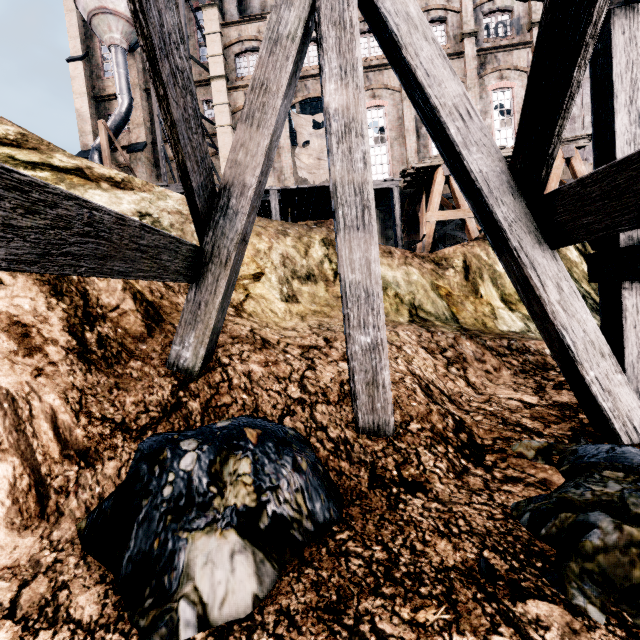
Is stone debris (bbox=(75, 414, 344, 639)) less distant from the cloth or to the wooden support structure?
the wooden support structure

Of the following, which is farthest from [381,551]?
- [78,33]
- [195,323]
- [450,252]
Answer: [78,33]

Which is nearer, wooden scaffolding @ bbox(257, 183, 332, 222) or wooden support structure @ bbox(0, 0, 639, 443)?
wooden support structure @ bbox(0, 0, 639, 443)

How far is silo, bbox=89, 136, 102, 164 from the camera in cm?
2573

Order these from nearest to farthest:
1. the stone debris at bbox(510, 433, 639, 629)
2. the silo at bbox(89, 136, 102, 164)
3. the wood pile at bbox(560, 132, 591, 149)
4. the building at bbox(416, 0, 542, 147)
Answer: the stone debris at bbox(510, 433, 639, 629), the wood pile at bbox(560, 132, 591, 149), the building at bbox(416, 0, 542, 147), the silo at bbox(89, 136, 102, 164)

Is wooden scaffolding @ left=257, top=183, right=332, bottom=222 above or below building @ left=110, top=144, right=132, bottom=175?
below

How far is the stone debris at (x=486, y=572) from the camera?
2.00m

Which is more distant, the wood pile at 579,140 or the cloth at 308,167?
the cloth at 308,167
